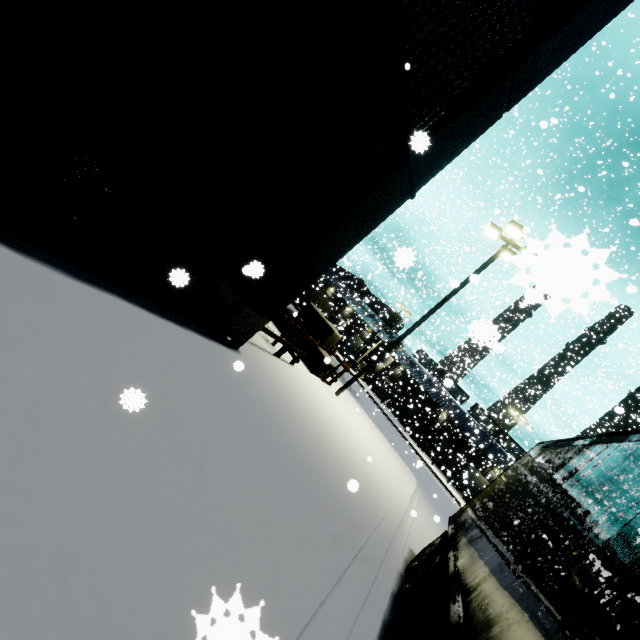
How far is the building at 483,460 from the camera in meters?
35.8 m

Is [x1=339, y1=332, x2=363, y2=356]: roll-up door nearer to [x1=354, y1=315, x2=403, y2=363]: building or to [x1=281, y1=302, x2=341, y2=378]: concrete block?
[x1=354, y1=315, x2=403, y2=363]: building

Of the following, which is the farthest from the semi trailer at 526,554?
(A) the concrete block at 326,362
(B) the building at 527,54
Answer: (A) the concrete block at 326,362

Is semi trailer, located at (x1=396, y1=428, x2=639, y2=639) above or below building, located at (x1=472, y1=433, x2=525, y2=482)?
below

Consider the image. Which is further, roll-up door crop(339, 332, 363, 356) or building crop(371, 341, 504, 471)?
roll-up door crop(339, 332, 363, 356)

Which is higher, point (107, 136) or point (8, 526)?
point (107, 136)

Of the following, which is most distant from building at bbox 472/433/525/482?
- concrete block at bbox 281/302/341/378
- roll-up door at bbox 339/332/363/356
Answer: concrete block at bbox 281/302/341/378
